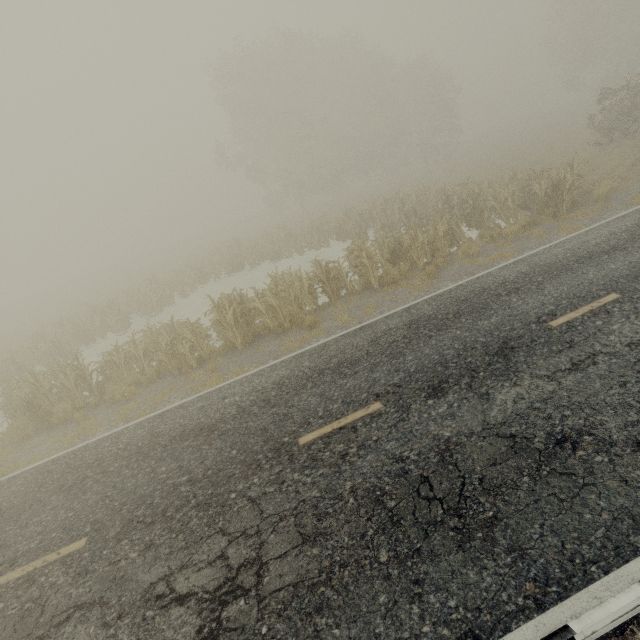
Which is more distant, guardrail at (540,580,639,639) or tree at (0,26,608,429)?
tree at (0,26,608,429)

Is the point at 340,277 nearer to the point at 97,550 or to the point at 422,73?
the point at 97,550

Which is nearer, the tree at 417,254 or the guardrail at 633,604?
the guardrail at 633,604
